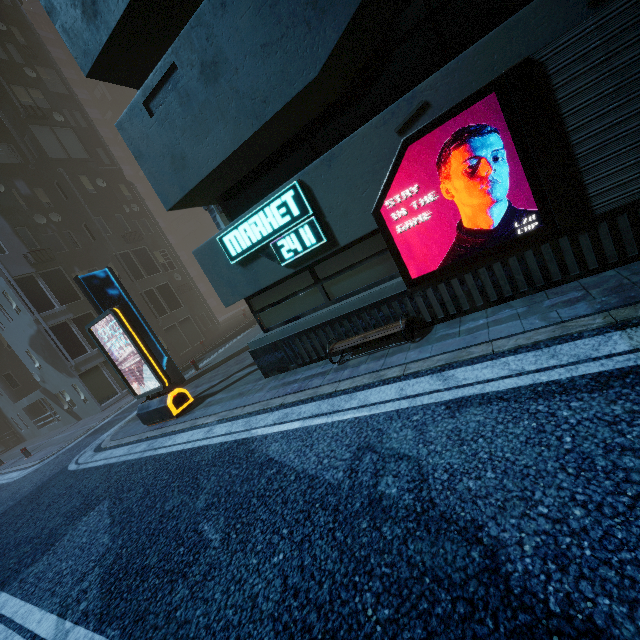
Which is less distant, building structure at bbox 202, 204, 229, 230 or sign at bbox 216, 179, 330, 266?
sign at bbox 216, 179, 330, 266

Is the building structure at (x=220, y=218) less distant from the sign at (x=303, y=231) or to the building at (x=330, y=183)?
the building at (x=330, y=183)

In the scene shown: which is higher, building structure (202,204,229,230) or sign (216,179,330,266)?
building structure (202,204,229,230)

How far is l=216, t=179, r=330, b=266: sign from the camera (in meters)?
5.81

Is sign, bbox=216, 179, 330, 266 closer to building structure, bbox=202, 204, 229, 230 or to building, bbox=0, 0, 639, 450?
building, bbox=0, 0, 639, 450

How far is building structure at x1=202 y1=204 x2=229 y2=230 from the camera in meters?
11.5 m

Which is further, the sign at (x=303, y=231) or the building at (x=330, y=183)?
the sign at (x=303, y=231)

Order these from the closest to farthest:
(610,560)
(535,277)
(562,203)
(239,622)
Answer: (610,560) → (239,622) → (562,203) → (535,277)
